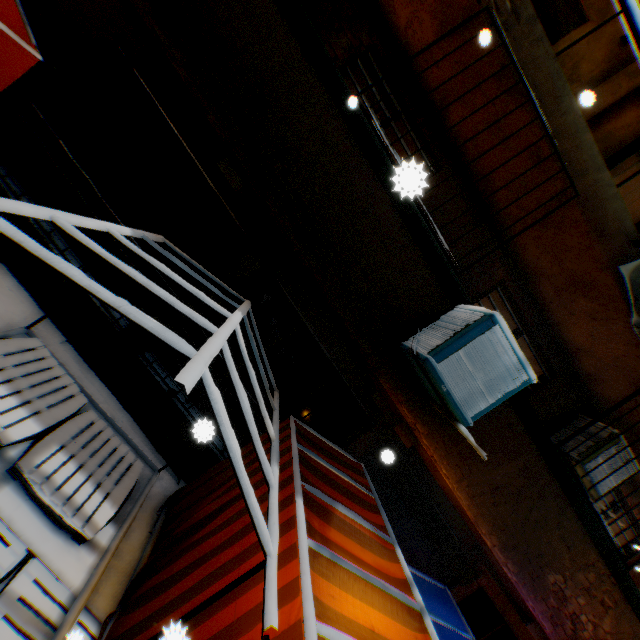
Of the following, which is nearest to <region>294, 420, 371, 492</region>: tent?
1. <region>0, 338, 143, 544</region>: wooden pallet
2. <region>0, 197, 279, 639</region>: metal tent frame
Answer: <region>0, 197, 279, 639</region>: metal tent frame

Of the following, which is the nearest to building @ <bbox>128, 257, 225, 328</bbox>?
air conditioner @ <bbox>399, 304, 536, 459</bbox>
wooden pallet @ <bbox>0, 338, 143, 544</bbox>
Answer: air conditioner @ <bbox>399, 304, 536, 459</bbox>

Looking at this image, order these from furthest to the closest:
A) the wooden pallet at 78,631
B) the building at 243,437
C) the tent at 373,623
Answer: the building at 243,437, the tent at 373,623, the wooden pallet at 78,631

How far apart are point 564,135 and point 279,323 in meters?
4.2

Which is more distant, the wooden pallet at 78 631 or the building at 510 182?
the building at 510 182

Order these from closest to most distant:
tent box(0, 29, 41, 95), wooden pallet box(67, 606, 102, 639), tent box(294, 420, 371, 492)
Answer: wooden pallet box(67, 606, 102, 639)
tent box(0, 29, 41, 95)
tent box(294, 420, 371, 492)

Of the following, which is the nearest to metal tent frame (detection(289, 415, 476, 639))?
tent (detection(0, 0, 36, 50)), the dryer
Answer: tent (detection(0, 0, 36, 50))
